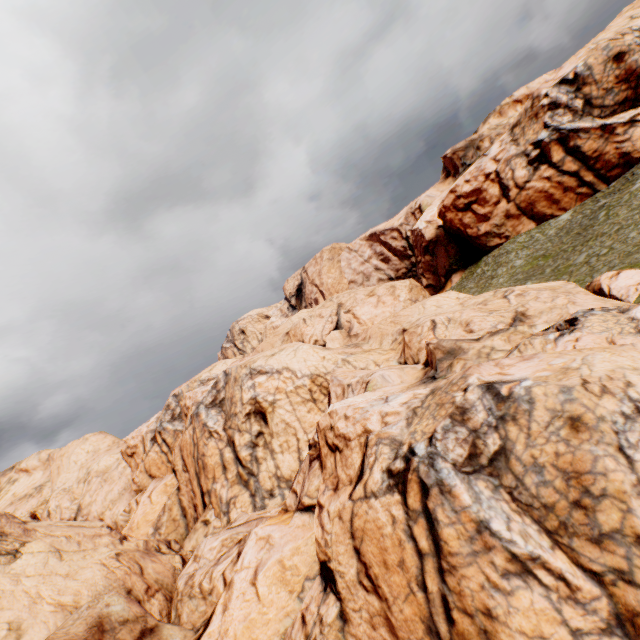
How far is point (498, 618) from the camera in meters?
7.2 m
